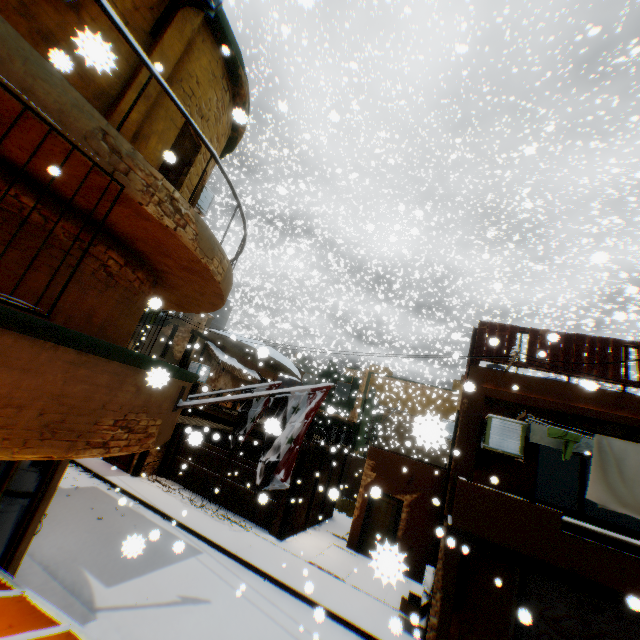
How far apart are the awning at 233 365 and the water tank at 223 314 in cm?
220

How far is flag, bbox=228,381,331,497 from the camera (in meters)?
5.34

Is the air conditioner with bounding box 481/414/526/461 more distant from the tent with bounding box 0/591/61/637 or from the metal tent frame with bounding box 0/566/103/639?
the metal tent frame with bounding box 0/566/103/639

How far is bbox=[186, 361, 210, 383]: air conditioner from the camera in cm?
1187

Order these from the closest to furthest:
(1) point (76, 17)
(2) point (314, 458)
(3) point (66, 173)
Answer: (3) point (66, 173) < (1) point (76, 17) < (2) point (314, 458)

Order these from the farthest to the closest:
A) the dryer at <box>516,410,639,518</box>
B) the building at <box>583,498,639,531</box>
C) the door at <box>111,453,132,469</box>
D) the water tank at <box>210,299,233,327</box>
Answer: the water tank at <box>210,299,233,327</box> < the door at <box>111,453,132,469</box> < the building at <box>583,498,639,531</box> < the dryer at <box>516,410,639,518</box>

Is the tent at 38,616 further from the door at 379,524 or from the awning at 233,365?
the awning at 233,365

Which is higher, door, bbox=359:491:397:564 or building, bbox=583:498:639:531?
building, bbox=583:498:639:531
